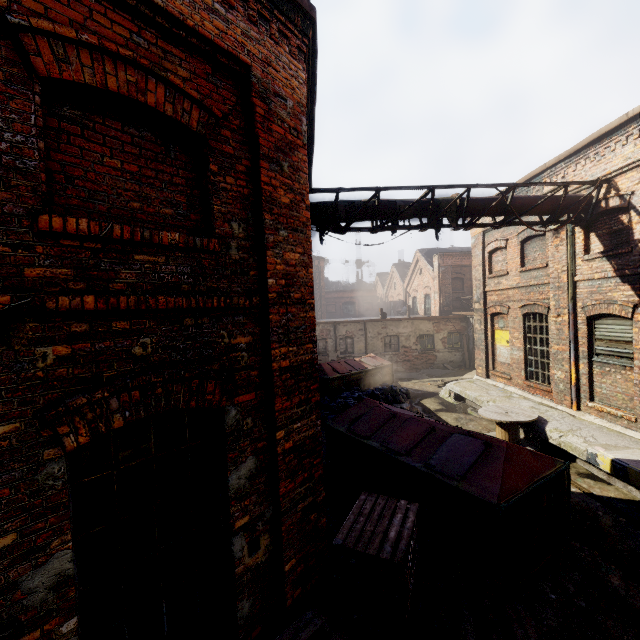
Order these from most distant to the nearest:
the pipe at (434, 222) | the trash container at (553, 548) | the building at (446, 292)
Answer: the building at (446, 292), the pipe at (434, 222), the trash container at (553, 548)

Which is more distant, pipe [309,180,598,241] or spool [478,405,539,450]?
spool [478,405,539,450]

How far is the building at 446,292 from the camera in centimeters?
2397cm

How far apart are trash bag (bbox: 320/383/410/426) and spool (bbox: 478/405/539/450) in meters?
3.9 m

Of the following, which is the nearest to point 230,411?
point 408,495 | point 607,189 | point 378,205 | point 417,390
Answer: point 408,495

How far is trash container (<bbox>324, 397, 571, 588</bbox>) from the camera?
4.7 meters

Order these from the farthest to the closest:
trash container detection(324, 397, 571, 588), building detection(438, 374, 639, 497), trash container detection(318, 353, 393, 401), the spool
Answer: trash container detection(318, 353, 393, 401), the spool, building detection(438, 374, 639, 497), trash container detection(324, 397, 571, 588)

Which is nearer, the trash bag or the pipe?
the pipe
